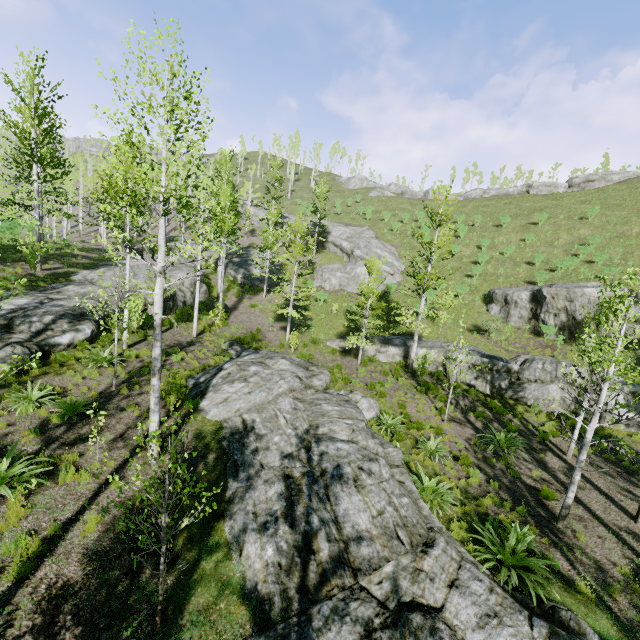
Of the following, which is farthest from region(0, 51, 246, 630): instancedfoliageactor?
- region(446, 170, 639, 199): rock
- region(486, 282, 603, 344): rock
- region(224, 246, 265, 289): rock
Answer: region(446, 170, 639, 199): rock

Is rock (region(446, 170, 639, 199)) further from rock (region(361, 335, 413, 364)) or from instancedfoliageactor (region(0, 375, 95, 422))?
instancedfoliageactor (region(0, 375, 95, 422))

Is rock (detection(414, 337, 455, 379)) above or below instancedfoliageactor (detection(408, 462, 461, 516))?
above

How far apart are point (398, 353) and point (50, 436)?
19.38m

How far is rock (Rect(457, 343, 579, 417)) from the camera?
17.5m

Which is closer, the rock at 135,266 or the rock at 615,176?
the rock at 135,266

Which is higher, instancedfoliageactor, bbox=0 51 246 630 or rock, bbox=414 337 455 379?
instancedfoliageactor, bbox=0 51 246 630

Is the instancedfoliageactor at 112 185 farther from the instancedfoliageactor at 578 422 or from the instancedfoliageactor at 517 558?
the instancedfoliageactor at 517 558
